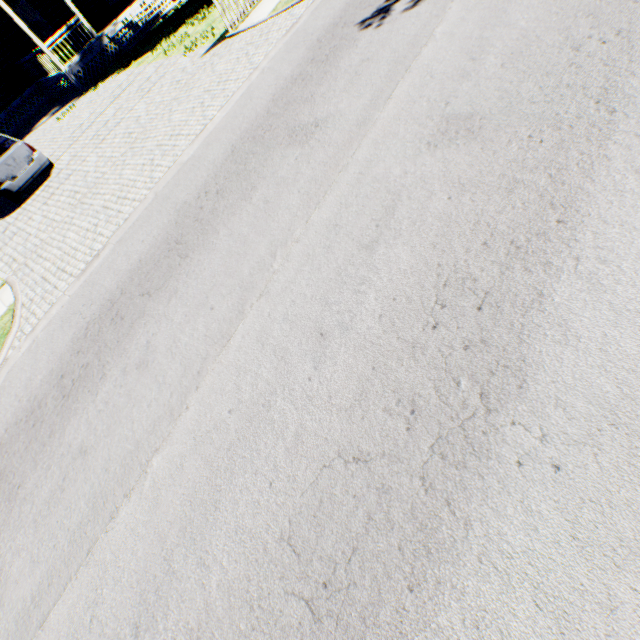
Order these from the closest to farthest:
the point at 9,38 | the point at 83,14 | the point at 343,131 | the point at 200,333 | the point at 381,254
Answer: the point at 381,254 → the point at 200,333 → the point at 343,131 → the point at 9,38 → the point at 83,14

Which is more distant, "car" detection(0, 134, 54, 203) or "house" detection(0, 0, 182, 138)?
"house" detection(0, 0, 182, 138)

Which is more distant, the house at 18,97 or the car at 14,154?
the house at 18,97
